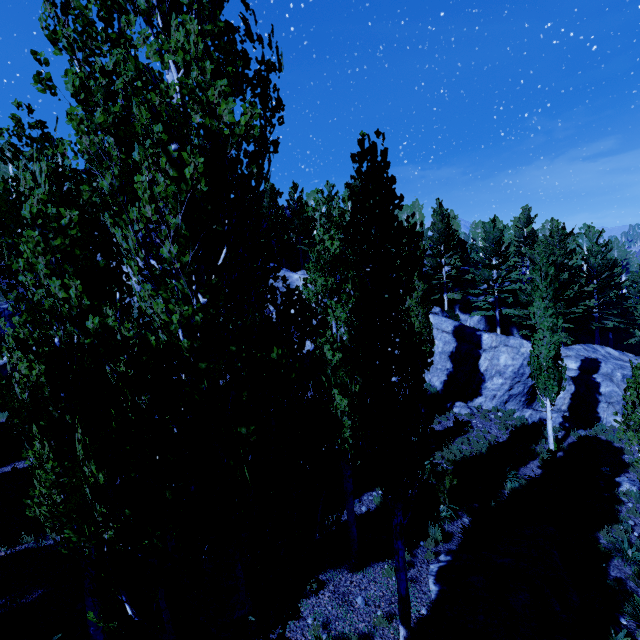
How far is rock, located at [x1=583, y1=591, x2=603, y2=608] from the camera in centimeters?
842cm

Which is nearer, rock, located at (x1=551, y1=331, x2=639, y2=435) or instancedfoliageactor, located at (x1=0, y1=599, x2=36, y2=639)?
instancedfoliageactor, located at (x1=0, y1=599, x2=36, y2=639)

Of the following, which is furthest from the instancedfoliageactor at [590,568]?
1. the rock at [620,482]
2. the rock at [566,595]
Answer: the rock at [620,482]

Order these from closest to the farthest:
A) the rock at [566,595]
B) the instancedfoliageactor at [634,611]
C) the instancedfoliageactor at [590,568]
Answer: the rock at [566,595] < the instancedfoliageactor at [634,611] < the instancedfoliageactor at [590,568]

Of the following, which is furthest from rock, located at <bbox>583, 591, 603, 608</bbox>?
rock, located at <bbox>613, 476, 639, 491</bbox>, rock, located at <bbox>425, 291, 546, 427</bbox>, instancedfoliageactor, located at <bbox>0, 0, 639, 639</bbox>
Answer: rock, located at <bbox>425, 291, 546, 427</bbox>

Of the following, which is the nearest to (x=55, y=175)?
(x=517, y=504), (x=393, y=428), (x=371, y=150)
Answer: (x=371, y=150)

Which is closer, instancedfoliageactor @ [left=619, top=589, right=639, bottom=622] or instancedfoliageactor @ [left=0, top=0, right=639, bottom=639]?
instancedfoliageactor @ [left=0, top=0, right=639, bottom=639]
